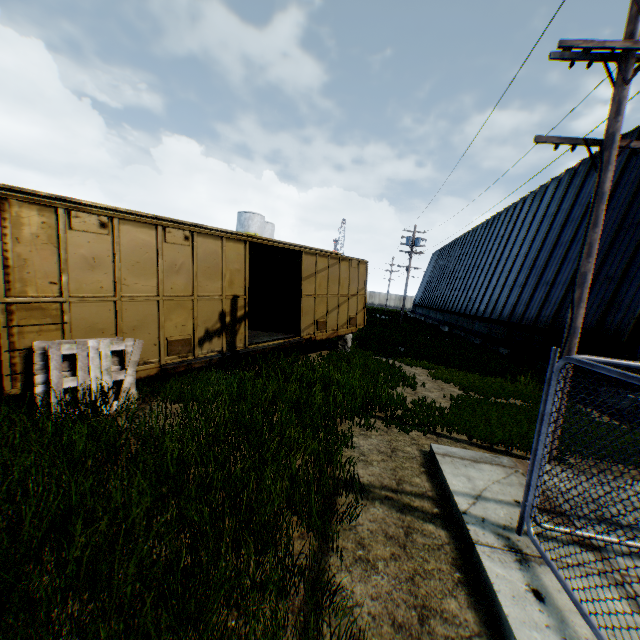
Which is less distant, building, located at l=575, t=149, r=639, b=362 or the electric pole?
the electric pole

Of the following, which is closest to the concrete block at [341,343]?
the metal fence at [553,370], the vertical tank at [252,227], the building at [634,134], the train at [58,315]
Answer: the train at [58,315]

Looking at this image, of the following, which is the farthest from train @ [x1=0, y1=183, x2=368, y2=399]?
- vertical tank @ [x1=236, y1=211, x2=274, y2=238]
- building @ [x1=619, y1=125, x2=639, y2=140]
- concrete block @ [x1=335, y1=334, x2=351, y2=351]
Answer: vertical tank @ [x1=236, y1=211, x2=274, y2=238]

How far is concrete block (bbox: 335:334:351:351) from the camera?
14.4m

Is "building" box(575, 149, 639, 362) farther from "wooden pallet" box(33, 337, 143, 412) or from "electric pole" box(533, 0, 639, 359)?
"wooden pallet" box(33, 337, 143, 412)

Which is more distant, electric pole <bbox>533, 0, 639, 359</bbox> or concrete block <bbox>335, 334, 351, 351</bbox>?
concrete block <bbox>335, 334, 351, 351</bbox>

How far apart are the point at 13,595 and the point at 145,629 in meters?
1.2

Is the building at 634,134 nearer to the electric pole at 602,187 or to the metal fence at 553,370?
the electric pole at 602,187
